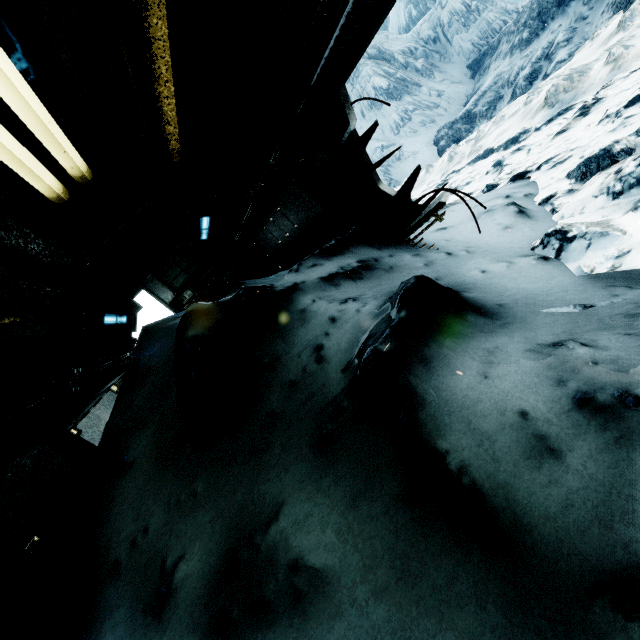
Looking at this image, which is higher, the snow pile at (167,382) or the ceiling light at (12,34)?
the ceiling light at (12,34)

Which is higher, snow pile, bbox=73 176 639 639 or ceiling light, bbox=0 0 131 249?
ceiling light, bbox=0 0 131 249

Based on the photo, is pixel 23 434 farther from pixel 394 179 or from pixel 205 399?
pixel 394 179
